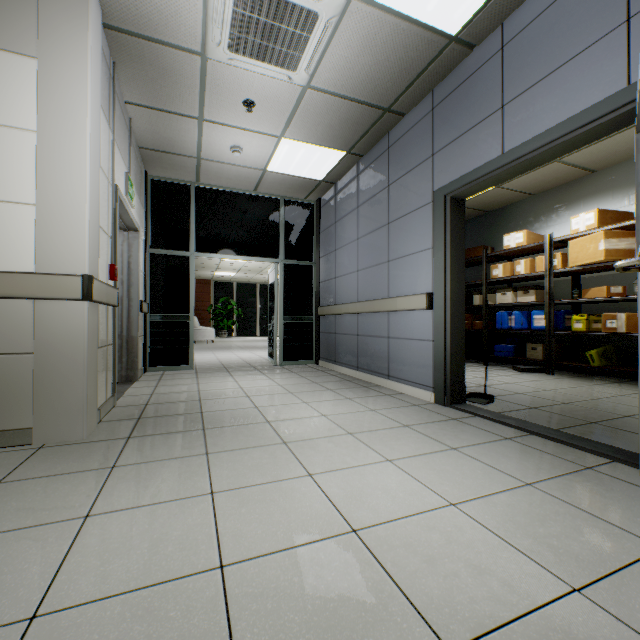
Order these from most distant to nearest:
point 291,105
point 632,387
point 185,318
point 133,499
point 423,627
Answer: point 185,318
point 632,387
point 291,105
point 133,499
point 423,627

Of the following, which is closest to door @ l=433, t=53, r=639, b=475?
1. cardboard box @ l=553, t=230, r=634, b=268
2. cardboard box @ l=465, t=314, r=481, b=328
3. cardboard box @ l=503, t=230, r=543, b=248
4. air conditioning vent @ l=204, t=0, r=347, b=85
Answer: air conditioning vent @ l=204, t=0, r=347, b=85

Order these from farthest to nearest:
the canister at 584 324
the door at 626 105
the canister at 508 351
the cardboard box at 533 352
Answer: the canister at 508 351 → the cardboard box at 533 352 → the canister at 584 324 → the door at 626 105

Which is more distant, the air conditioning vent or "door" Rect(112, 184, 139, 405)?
"door" Rect(112, 184, 139, 405)

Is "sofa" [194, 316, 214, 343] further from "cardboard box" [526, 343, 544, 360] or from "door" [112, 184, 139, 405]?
"cardboard box" [526, 343, 544, 360]

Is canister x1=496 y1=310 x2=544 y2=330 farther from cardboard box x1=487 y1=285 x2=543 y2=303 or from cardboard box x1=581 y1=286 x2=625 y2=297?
cardboard box x1=581 y1=286 x2=625 y2=297

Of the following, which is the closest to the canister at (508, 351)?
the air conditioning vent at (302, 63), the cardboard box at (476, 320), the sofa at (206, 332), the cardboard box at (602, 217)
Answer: the cardboard box at (476, 320)

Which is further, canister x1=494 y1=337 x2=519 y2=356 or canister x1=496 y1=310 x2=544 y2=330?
canister x1=494 y1=337 x2=519 y2=356
